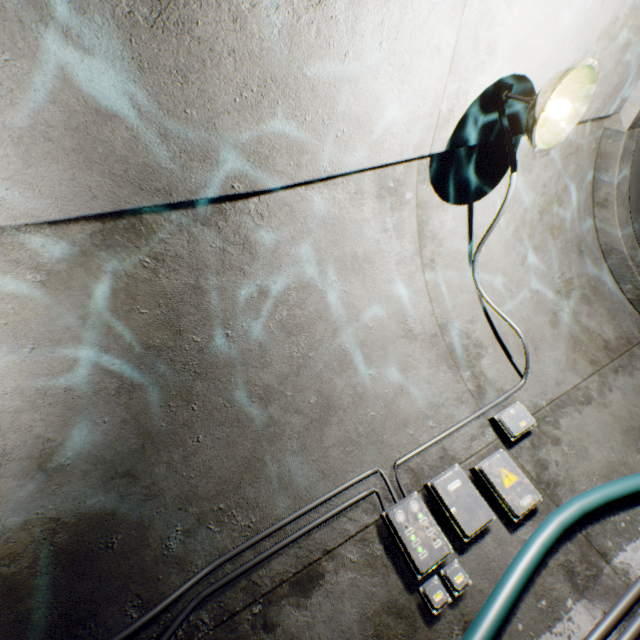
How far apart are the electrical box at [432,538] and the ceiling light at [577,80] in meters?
2.4

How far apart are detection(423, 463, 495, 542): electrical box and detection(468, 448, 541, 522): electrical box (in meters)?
0.11

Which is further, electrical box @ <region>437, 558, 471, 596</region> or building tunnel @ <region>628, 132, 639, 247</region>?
building tunnel @ <region>628, 132, 639, 247</region>

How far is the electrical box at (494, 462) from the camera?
2.3 meters

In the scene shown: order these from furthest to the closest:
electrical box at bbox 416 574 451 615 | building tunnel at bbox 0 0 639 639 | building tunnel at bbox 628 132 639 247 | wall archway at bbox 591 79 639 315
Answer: building tunnel at bbox 628 132 639 247, wall archway at bbox 591 79 639 315, electrical box at bbox 416 574 451 615, building tunnel at bbox 0 0 639 639

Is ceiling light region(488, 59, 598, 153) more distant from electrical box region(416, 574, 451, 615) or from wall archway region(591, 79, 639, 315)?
electrical box region(416, 574, 451, 615)

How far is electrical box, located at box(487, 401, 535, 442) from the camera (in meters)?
2.58

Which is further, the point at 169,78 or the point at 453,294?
the point at 453,294
